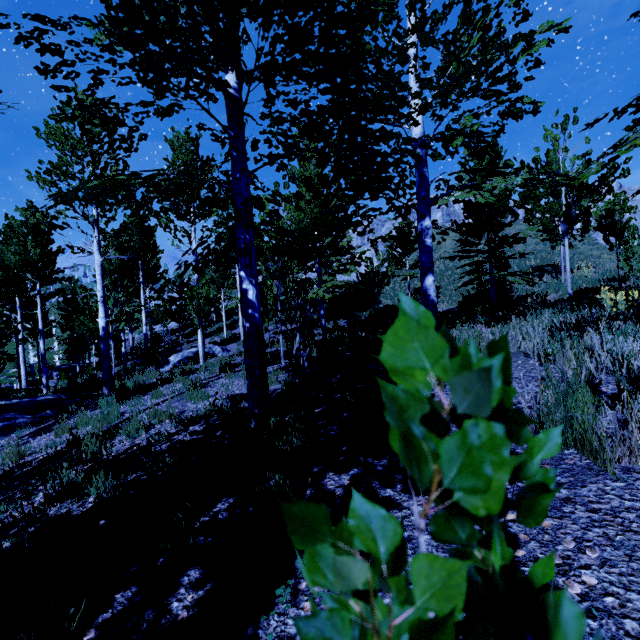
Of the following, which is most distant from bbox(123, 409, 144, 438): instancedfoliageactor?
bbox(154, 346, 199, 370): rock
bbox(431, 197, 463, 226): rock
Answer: bbox(431, 197, 463, 226): rock

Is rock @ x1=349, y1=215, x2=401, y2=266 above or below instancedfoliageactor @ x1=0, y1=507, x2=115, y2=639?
above

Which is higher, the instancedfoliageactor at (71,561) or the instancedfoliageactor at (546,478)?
the instancedfoliageactor at (546,478)

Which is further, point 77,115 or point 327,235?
point 327,235

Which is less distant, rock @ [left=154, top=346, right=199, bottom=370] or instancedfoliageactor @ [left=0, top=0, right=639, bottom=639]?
instancedfoliageactor @ [left=0, top=0, right=639, bottom=639]

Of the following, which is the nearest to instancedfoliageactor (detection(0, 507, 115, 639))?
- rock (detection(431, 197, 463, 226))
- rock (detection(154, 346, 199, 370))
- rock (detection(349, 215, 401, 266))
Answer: rock (detection(154, 346, 199, 370))

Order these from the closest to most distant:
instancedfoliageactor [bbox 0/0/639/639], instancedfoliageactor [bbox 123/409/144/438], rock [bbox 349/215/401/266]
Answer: instancedfoliageactor [bbox 0/0/639/639]
instancedfoliageactor [bbox 123/409/144/438]
rock [bbox 349/215/401/266]

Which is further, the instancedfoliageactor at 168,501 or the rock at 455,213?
the rock at 455,213
